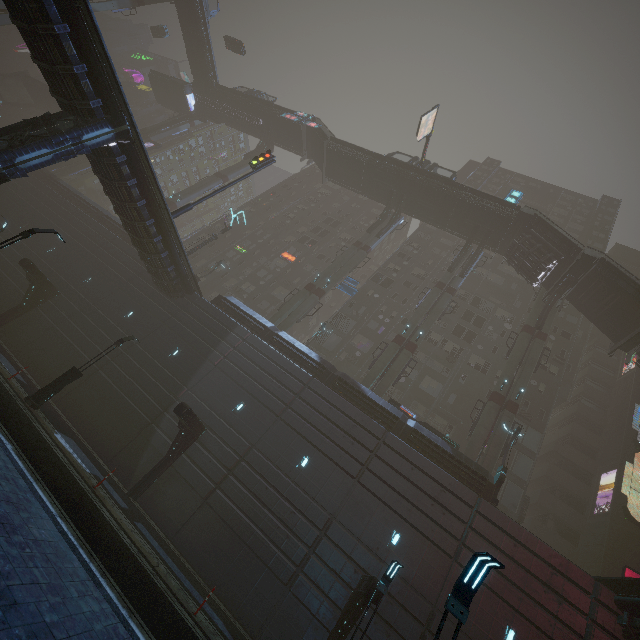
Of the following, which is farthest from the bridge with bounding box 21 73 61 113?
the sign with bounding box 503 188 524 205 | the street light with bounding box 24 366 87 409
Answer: the sign with bounding box 503 188 524 205

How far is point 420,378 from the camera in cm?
3503

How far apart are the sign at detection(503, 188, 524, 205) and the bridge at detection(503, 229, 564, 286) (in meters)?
3.79

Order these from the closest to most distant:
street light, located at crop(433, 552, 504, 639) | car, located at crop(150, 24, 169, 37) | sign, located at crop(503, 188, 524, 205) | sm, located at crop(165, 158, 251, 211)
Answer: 1. street light, located at crop(433, 552, 504, 639)
2. sign, located at crop(503, 188, 524, 205)
3. sm, located at crop(165, 158, 251, 211)
4. car, located at crop(150, 24, 169, 37)

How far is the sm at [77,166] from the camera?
45.0 meters

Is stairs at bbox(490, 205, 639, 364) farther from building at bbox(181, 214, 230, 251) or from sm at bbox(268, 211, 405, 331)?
sm at bbox(268, 211, 405, 331)

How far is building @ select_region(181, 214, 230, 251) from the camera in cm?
4541

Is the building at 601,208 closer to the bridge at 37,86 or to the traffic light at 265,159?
the traffic light at 265,159
